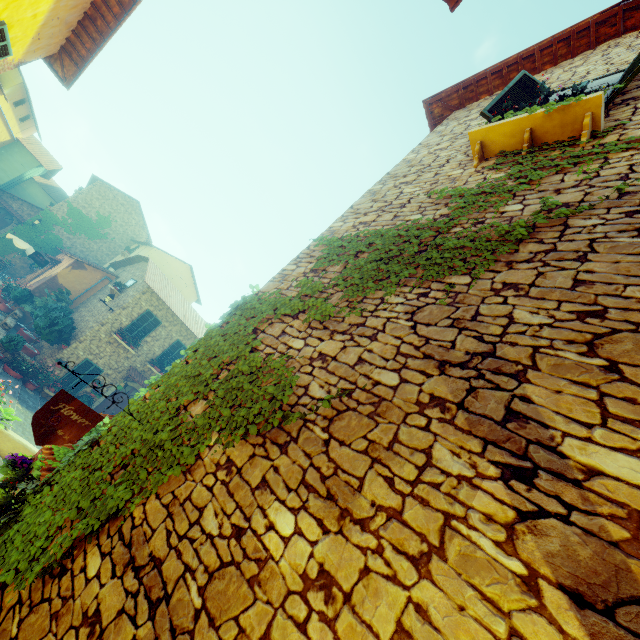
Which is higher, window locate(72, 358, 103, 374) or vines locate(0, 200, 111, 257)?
vines locate(0, 200, 111, 257)

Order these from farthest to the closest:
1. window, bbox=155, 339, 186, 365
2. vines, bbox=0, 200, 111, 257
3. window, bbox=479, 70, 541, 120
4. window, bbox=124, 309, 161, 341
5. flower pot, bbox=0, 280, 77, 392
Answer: vines, bbox=0, 200, 111, 257, window, bbox=155, 339, 186, 365, window, bbox=124, 309, 161, 341, flower pot, bbox=0, 280, 77, 392, window, bbox=479, 70, 541, 120

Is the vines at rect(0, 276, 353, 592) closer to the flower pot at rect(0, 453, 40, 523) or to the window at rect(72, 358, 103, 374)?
the flower pot at rect(0, 453, 40, 523)

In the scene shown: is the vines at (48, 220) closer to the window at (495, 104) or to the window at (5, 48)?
the window at (5, 48)

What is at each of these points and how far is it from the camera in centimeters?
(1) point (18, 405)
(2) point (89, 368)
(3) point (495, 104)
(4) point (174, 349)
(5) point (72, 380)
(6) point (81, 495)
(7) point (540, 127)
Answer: (1) stair, 1256cm
(2) window, 1645cm
(3) window, 509cm
(4) window, 1920cm
(5) window, 1611cm
(6) vines, 327cm
(7) window sill, 413cm

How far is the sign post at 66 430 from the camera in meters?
3.1

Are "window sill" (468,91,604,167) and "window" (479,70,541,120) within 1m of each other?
yes

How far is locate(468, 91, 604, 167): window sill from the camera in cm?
373
